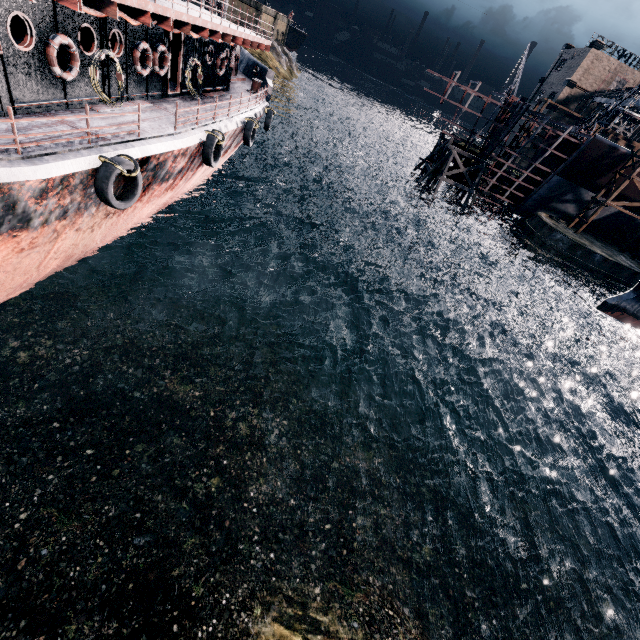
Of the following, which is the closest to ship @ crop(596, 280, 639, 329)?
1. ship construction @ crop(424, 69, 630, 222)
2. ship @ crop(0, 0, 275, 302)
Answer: ship construction @ crop(424, 69, 630, 222)

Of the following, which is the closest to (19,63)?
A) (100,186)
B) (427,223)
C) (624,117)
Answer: (100,186)

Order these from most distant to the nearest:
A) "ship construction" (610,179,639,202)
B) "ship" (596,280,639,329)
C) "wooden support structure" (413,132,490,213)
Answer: "wooden support structure" (413,132,490,213), "ship construction" (610,179,639,202), "ship" (596,280,639,329)

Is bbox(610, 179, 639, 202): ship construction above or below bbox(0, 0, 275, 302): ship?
above

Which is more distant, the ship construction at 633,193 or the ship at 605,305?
the ship construction at 633,193

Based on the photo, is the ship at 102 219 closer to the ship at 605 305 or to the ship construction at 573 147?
the ship at 605 305

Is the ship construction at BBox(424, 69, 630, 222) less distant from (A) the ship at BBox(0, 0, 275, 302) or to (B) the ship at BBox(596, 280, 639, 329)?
(B) the ship at BBox(596, 280, 639, 329)

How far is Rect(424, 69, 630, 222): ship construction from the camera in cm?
3766
